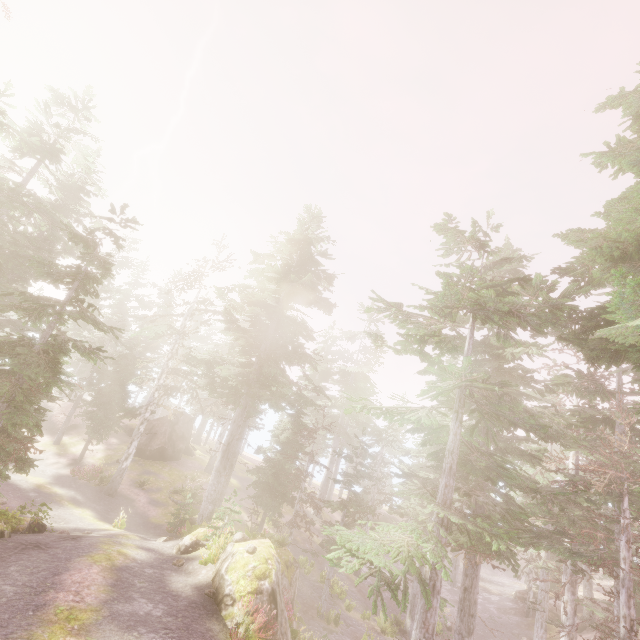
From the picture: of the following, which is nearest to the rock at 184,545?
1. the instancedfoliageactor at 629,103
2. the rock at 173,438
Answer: the instancedfoliageactor at 629,103

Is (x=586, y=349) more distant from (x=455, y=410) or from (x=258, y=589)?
(x=258, y=589)

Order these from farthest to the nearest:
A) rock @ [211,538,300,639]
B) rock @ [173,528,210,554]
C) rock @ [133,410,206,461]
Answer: rock @ [133,410,206,461] → rock @ [173,528,210,554] → rock @ [211,538,300,639]

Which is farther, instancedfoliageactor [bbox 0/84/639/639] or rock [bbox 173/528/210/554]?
rock [bbox 173/528/210/554]

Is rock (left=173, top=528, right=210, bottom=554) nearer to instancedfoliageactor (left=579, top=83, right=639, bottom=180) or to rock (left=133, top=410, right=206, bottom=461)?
instancedfoliageactor (left=579, top=83, right=639, bottom=180)

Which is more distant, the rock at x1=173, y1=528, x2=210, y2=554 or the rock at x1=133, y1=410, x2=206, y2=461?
the rock at x1=133, y1=410, x2=206, y2=461
